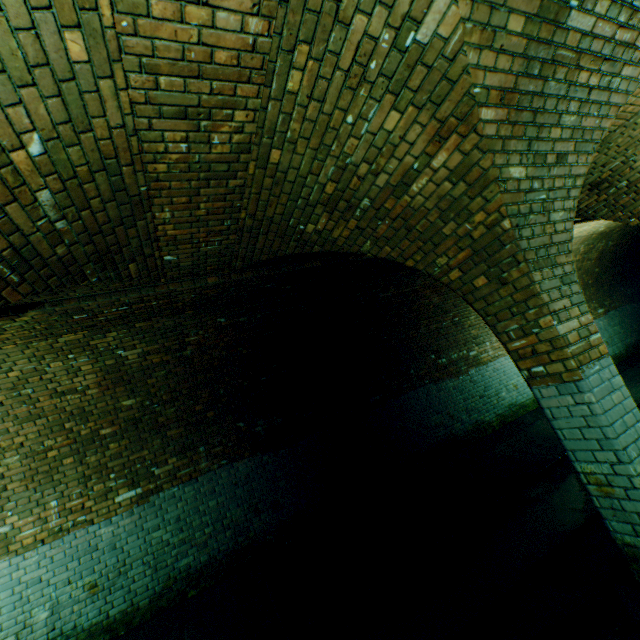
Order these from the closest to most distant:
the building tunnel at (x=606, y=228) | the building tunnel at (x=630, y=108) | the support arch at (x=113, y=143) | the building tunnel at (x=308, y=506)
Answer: the support arch at (x=113, y=143)
the building tunnel at (x=308, y=506)
the building tunnel at (x=630, y=108)
the building tunnel at (x=606, y=228)

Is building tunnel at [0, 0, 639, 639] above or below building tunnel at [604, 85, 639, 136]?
below

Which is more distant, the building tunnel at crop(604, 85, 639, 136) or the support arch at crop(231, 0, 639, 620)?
the building tunnel at crop(604, 85, 639, 136)

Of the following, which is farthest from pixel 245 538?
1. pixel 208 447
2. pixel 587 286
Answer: pixel 587 286

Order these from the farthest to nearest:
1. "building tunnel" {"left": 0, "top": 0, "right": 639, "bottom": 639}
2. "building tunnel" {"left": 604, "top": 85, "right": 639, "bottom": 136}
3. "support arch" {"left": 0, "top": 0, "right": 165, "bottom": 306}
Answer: "building tunnel" {"left": 604, "top": 85, "right": 639, "bottom": 136} < "building tunnel" {"left": 0, "top": 0, "right": 639, "bottom": 639} < "support arch" {"left": 0, "top": 0, "right": 165, "bottom": 306}

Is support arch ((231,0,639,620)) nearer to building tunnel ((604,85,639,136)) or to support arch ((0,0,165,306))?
building tunnel ((604,85,639,136))

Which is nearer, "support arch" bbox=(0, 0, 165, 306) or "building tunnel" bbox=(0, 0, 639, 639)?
"support arch" bbox=(0, 0, 165, 306)

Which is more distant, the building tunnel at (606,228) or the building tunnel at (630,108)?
the building tunnel at (606,228)
